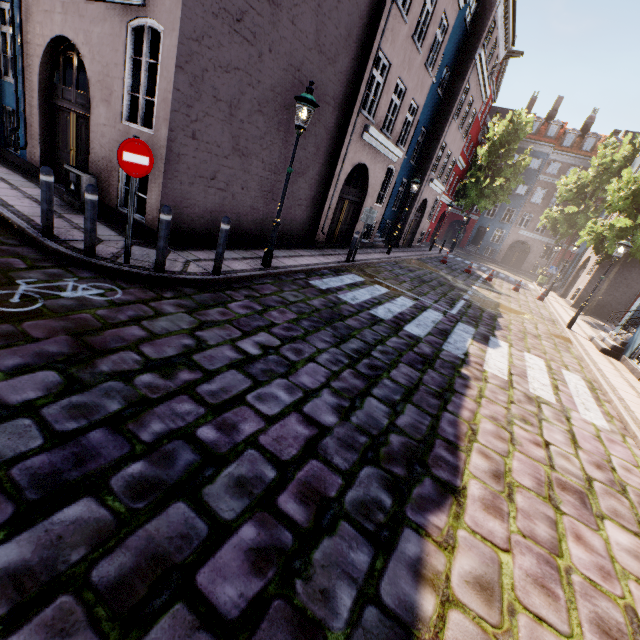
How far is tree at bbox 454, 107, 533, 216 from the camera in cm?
2911

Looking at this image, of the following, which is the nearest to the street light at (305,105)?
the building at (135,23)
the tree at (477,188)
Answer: the building at (135,23)

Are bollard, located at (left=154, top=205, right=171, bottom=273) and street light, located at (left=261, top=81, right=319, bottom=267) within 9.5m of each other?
yes

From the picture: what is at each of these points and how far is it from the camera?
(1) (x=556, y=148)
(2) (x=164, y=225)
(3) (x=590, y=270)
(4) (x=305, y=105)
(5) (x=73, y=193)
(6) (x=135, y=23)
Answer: (1) building, 36.78m
(2) bollard, 5.17m
(3) building, 20.95m
(4) street light, 6.36m
(5) electrical box, 7.27m
(6) building, 6.11m

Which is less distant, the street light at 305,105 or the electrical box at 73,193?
the street light at 305,105

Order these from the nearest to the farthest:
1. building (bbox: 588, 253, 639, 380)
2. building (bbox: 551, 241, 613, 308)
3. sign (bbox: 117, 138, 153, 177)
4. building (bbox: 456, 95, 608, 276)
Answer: sign (bbox: 117, 138, 153, 177)
building (bbox: 588, 253, 639, 380)
building (bbox: 551, 241, 613, 308)
building (bbox: 456, 95, 608, 276)

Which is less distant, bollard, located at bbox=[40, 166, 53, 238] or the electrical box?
bollard, located at bbox=[40, 166, 53, 238]

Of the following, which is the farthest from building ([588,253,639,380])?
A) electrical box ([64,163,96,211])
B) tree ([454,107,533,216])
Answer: tree ([454,107,533,216])
